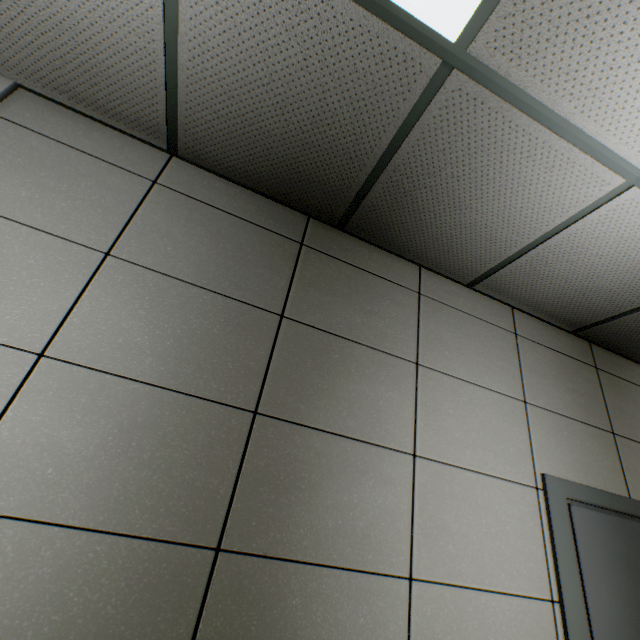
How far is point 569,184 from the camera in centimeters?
148cm
